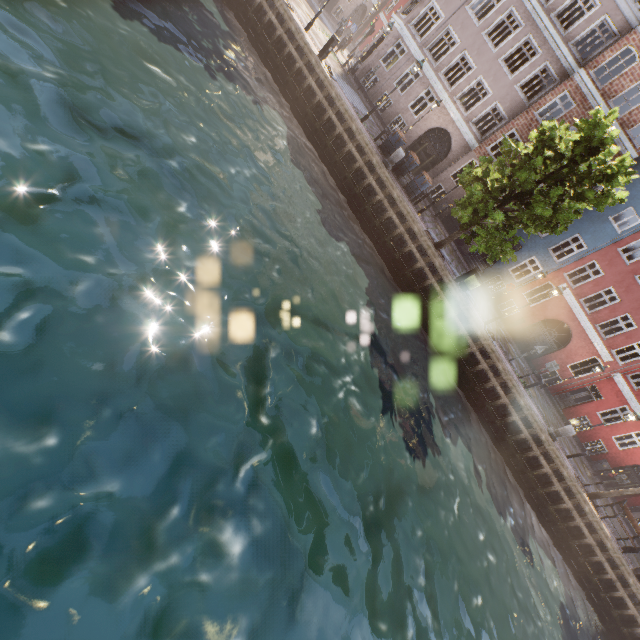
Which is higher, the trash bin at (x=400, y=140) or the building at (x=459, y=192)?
the building at (x=459, y=192)

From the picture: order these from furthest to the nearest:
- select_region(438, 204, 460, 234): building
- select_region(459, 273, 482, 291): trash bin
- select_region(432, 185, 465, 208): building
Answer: select_region(438, 204, 460, 234): building, select_region(432, 185, 465, 208): building, select_region(459, 273, 482, 291): trash bin

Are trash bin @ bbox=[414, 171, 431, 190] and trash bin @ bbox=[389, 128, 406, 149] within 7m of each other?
yes

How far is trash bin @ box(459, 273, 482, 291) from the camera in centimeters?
1652cm

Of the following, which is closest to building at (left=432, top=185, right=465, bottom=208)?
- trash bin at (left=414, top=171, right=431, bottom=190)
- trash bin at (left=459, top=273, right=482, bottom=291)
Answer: trash bin at (left=414, top=171, right=431, bottom=190)

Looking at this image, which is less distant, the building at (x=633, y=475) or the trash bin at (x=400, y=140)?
the trash bin at (x=400, y=140)

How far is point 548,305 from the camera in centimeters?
2252cm

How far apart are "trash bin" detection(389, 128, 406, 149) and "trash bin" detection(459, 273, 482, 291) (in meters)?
8.15
